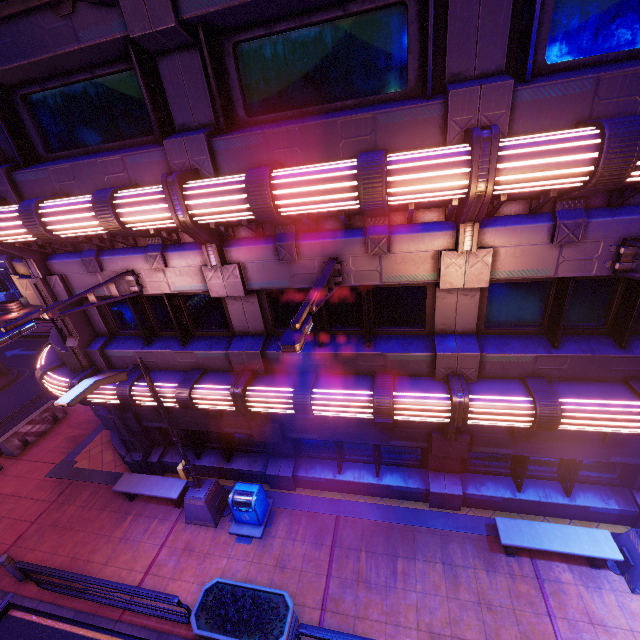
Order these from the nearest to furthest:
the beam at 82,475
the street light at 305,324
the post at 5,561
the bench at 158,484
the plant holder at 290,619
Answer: the street light at 305,324 < the plant holder at 290,619 < the post at 5,561 < the bench at 158,484 < the beam at 82,475

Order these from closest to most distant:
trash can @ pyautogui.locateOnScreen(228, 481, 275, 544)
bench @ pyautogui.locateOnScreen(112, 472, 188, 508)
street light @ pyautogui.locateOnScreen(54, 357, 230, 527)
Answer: street light @ pyautogui.locateOnScreen(54, 357, 230, 527)
trash can @ pyautogui.locateOnScreen(228, 481, 275, 544)
bench @ pyautogui.locateOnScreen(112, 472, 188, 508)

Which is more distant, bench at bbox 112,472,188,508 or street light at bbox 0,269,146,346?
bench at bbox 112,472,188,508

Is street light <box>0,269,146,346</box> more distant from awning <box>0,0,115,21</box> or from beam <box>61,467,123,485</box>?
beam <box>61,467,123,485</box>

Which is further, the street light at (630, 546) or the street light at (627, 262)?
the street light at (630, 546)

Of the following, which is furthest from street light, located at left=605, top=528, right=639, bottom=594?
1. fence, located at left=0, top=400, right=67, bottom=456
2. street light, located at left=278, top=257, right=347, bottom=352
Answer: fence, located at left=0, top=400, right=67, bottom=456

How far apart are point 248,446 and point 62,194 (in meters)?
8.79

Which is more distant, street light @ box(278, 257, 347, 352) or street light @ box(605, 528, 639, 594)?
street light @ box(605, 528, 639, 594)
